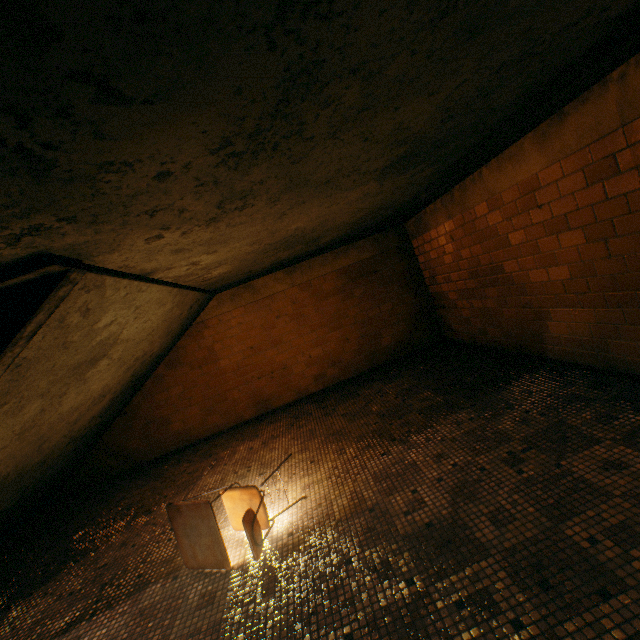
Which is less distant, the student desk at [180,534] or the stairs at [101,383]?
the stairs at [101,383]

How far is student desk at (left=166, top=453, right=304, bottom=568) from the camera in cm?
233

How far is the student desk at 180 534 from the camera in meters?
2.3

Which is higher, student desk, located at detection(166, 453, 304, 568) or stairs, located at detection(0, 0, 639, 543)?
stairs, located at detection(0, 0, 639, 543)

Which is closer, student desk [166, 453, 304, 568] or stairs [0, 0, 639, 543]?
stairs [0, 0, 639, 543]

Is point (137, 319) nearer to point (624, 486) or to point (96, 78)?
point (96, 78)
